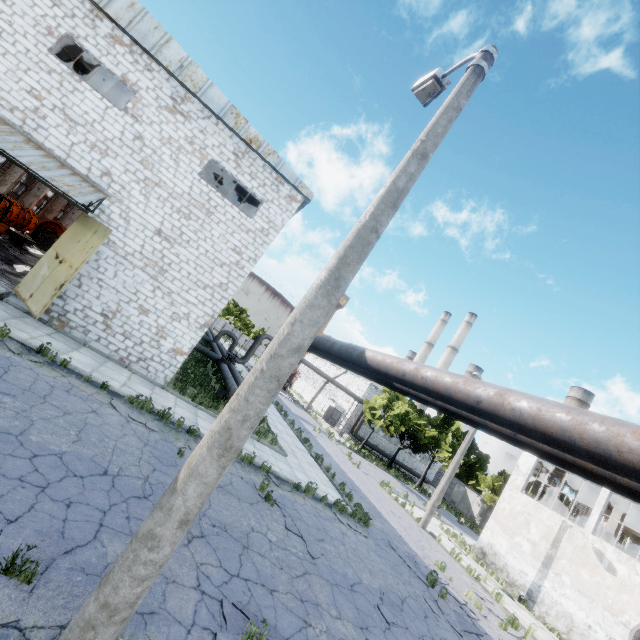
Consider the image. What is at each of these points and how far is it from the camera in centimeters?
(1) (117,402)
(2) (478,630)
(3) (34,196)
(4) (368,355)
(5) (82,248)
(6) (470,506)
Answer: (1) asphalt debris, 959cm
(2) asphalt debris, 1037cm
(3) column beam, 2969cm
(4) pipe, 808cm
(5) door, 1147cm
(6) fuse box, 4209cm

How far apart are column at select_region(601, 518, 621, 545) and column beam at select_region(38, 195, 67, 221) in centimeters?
5263cm

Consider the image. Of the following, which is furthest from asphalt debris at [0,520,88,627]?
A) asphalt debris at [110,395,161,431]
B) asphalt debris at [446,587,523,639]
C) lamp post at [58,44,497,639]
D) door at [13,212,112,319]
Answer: asphalt debris at [446,587,523,639]

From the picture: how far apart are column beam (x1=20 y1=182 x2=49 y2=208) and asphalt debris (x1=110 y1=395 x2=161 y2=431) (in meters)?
30.93

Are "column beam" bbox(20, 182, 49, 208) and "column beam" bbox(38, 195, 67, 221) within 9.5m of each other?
yes

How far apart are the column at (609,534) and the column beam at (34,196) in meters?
50.0

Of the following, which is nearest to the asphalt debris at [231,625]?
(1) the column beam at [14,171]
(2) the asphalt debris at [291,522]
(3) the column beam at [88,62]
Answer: (2) the asphalt debris at [291,522]

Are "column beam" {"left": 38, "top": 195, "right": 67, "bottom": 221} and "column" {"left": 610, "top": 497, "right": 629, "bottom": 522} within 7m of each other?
no
